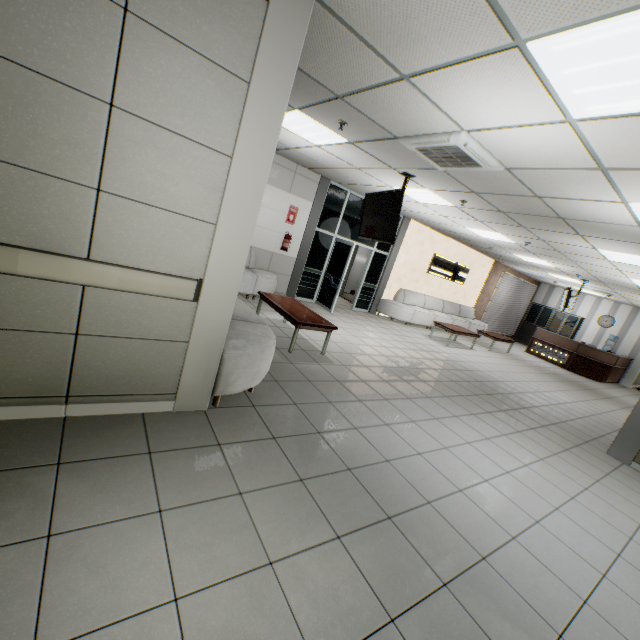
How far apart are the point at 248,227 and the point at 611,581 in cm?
396

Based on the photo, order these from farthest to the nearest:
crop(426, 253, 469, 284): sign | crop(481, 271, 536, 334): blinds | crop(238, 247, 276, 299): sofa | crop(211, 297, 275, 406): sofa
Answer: crop(481, 271, 536, 334): blinds
crop(426, 253, 469, 284): sign
crop(238, 247, 276, 299): sofa
crop(211, 297, 275, 406): sofa

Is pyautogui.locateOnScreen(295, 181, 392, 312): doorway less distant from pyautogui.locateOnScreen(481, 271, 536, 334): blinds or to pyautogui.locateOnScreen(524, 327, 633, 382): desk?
pyautogui.locateOnScreen(481, 271, 536, 334): blinds

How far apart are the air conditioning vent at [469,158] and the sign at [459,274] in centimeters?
707cm

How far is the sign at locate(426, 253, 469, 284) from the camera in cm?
1159

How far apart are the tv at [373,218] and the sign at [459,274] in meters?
6.0 m

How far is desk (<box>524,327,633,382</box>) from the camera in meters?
12.2 m

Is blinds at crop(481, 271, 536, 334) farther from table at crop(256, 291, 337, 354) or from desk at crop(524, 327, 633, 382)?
table at crop(256, 291, 337, 354)
